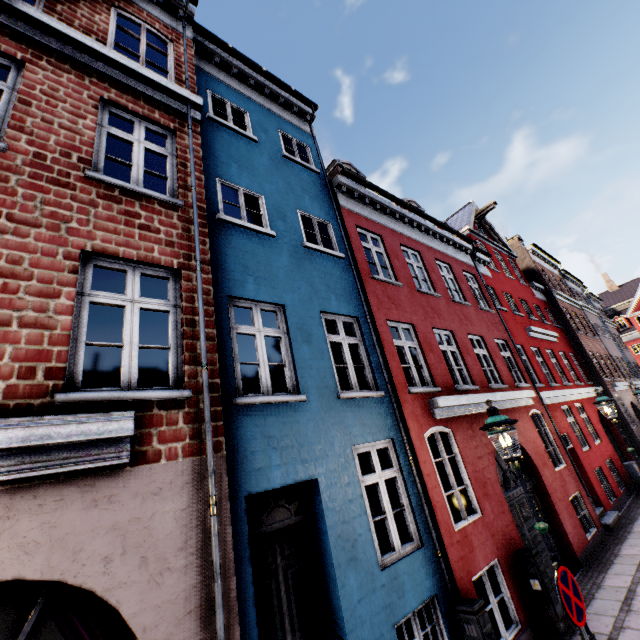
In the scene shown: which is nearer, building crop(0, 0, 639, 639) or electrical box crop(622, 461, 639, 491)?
building crop(0, 0, 639, 639)

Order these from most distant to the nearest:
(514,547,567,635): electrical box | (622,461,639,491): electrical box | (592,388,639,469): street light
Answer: (622,461,639,491): electrical box → (592,388,639,469): street light → (514,547,567,635): electrical box

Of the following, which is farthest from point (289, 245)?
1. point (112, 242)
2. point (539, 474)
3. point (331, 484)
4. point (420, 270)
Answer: point (420, 270)

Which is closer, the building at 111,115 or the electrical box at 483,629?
the building at 111,115

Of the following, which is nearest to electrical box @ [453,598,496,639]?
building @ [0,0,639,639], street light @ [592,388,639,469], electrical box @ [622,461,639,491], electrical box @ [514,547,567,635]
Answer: building @ [0,0,639,639]

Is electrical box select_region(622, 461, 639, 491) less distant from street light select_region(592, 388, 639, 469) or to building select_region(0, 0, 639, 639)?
building select_region(0, 0, 639, 639)

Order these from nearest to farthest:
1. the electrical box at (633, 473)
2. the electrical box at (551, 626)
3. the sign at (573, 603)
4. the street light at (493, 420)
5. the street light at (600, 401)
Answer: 1. the sign at (573, 603)
2. the street light at (493, 420)
3. the electrical box at (551, 626)
4. the street light at (600, 401)
5. the electrical box at (633, 473)
